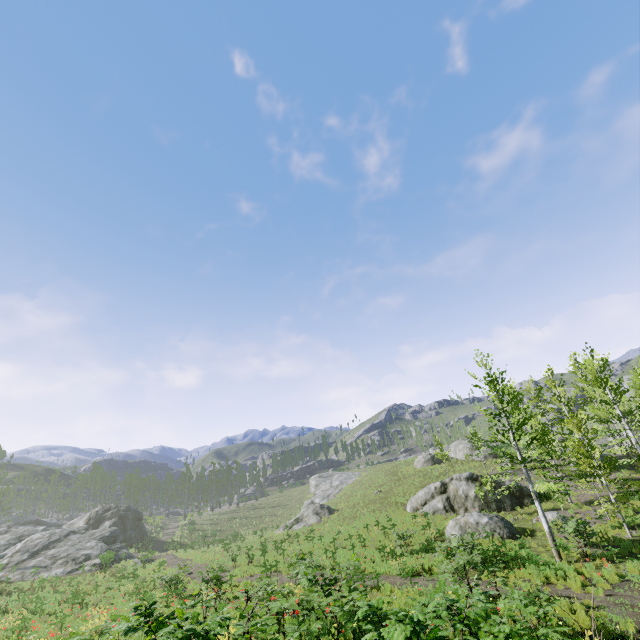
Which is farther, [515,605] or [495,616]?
[515,605]

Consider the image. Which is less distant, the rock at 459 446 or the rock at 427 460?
the rock at 459 446

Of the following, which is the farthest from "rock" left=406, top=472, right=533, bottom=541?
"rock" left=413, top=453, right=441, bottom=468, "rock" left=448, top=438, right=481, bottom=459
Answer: "rock" left=413, top=453, right=441, bottom=468

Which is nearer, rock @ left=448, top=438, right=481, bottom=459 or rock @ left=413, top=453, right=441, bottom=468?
rock @ left=448, top=438, right=481, bottom=459

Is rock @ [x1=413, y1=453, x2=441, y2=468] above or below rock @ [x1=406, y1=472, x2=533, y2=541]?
above

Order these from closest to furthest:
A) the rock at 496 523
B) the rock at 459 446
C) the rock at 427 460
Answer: the rock at 496 523, the rock at 459 446, the rock at 427 460

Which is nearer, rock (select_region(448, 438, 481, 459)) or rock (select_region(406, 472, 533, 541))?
rock (select_region(406, 472, 533, 541))
